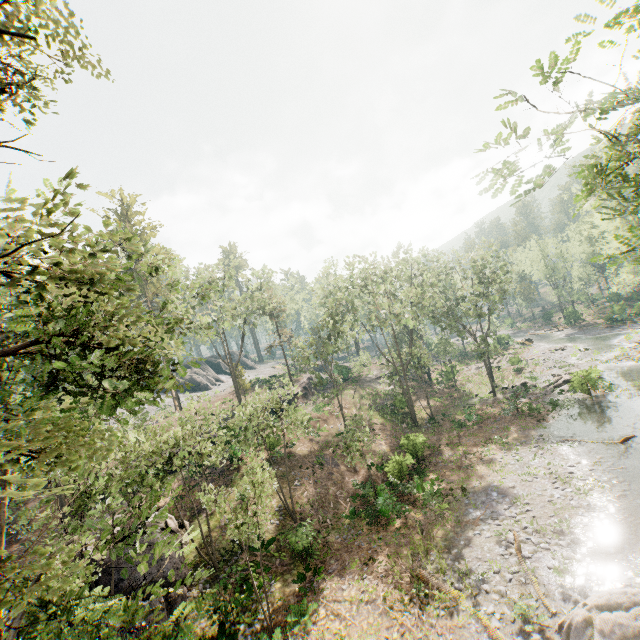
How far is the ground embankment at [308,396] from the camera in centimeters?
4166cm

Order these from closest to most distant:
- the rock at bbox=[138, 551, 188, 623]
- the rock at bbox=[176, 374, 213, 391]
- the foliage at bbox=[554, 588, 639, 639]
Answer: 1. the foliage at bbox=[554, 588, 639, 639]
2. the rock at bbox=[138, 551, 188, 623]
3. the rock at bbox=[176, 374, 213, 391]

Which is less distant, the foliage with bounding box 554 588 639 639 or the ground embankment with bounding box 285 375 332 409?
the foliage with bounding box 554 588 639 639

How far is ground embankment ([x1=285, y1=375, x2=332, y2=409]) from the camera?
41.7 meters

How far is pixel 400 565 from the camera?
16.4 meters

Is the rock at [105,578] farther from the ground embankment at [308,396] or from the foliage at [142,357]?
the ground embankment at [308,396]

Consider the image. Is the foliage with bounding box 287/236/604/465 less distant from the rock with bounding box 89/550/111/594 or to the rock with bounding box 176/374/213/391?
the rock with bounding box 176/374/213/391
